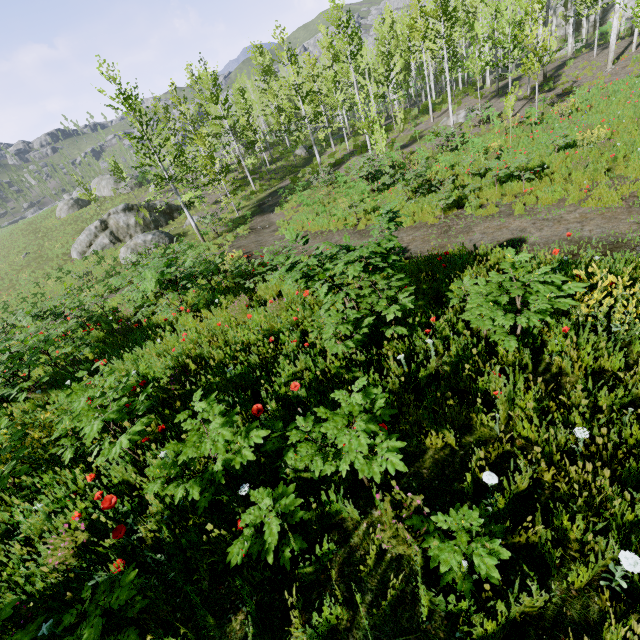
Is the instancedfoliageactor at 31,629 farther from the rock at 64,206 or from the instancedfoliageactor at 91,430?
the instancedfoliageactor at 91,430

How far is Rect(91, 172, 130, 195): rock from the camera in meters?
43.7 m

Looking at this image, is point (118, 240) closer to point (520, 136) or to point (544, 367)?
point (520, 136)

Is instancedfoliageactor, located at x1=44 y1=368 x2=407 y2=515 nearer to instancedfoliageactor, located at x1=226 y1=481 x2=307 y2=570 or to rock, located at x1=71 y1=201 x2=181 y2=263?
instancedfoliageactor, located at x1=226 y1=481 x2=307 y2=570

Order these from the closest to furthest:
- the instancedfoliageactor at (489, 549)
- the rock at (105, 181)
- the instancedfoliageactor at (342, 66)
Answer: the instancedfoliageactor at (489, 549), the instancedfoliageactor at (342, 66), the rock at (105, 181)

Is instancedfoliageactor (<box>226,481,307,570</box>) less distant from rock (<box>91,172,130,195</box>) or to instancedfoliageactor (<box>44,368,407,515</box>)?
rock (<box>91,172,130,195</box>)

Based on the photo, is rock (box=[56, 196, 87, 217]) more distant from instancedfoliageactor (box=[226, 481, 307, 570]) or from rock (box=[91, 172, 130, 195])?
instancedfoliageactor (box=[226, 481, 307, 570])
